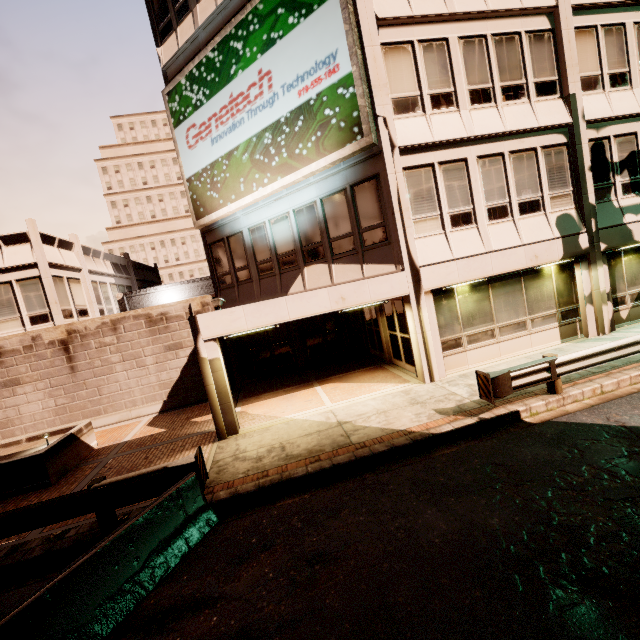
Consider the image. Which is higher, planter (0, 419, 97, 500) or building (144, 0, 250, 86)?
building (144, 0, 250, 86)

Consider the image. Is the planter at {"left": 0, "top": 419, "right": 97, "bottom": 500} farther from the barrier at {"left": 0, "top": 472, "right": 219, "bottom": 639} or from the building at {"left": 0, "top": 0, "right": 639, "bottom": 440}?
the barrier at {"left": 0, "top": 472, "right": 219, "bottom": 639}

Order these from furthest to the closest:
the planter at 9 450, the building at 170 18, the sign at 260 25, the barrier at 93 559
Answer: the building at 170 18
the sign at 260 25
the planter at 9 450
the barrier at 93 559

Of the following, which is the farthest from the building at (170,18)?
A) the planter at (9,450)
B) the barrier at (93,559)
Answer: the planter at (9,450)

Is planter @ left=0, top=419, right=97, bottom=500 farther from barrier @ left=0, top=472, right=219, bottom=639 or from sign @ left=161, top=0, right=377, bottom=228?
sign @ left=161, top=0, right=377, bottom=228

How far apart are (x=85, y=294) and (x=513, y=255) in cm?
2081

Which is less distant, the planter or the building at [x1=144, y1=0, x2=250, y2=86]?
the planter

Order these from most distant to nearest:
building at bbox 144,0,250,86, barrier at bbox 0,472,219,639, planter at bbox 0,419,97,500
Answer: building at bbox 144,0,250,86 → planter at bbox 0,419,97,500 → barrier at bbox 0,472,219,639
